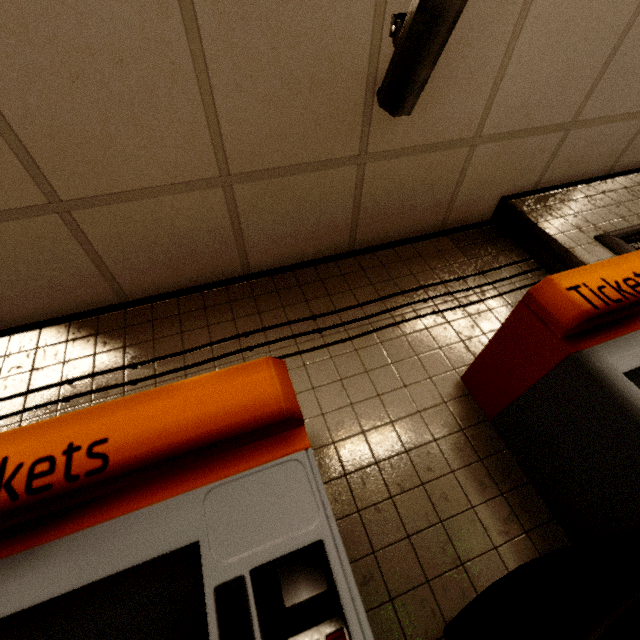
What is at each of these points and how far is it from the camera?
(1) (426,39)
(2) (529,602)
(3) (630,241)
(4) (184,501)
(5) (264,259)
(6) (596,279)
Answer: (1) window, 1.17m
(2) trash can, 0.68m
(3) sign, 2.06m
(4) ticket machine, 0.77m
(5) storm drain, 2.08m
(6) ticket machine, 1.12m

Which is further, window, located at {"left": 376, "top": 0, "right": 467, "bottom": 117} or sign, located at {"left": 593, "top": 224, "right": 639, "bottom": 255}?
sign, located at {"left": 593, "top": 224, "right": 639, "bottom": 255}

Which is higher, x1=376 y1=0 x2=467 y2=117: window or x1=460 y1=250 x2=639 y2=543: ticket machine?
x1=376 y1=0 x2=467 y2=117: window

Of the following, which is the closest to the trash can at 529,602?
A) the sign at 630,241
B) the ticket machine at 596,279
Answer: the ticket machine at 596,279

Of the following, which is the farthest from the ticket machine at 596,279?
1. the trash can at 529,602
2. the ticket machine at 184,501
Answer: the ticket machine at 184,501

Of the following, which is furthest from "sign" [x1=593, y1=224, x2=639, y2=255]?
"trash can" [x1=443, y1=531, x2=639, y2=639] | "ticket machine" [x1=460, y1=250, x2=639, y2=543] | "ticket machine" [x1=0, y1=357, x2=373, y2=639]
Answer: "ticket machine" [x1=0, y1=357, x2=373, y2=639]

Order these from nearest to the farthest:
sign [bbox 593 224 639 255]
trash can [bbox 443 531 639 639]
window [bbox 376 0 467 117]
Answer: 1. trash can [bbox 443 531 639 639]
2. window [bbox 376 0 467 117]
3. sign [bbox 593 224 639 255]

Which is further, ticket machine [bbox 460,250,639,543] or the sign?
the sign
